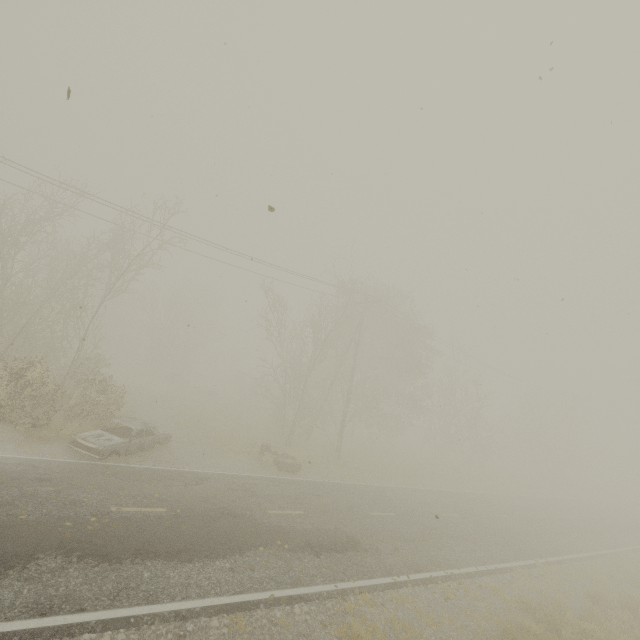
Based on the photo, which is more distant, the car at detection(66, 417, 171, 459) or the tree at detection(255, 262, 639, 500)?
the tree at detection(255, 262, 639, 500)

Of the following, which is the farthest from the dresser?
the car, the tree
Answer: the car

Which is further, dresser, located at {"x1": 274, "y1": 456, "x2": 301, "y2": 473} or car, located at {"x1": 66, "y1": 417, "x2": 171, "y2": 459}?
dresser, located at {"x1": 274, "y1": 456, "x2": 301, "y2": 473}

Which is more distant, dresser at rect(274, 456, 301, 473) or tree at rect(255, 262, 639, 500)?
tree at rect(255, 262, 639, 500)

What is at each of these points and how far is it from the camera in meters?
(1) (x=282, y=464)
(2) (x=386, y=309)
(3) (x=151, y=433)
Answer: (1) dresser, 17.1
(2) tree, 26.4
(3) car, 15.2

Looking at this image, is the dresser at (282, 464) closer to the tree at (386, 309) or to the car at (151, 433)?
the tree at (386, 309)

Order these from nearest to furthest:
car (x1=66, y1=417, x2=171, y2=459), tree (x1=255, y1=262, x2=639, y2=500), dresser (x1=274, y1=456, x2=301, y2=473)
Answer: car (x1=66, y1=417, x2=171, y2=459), dresser (x1=274, y1=456, x2=301, y2=473), tree (x1=255, y1=262, x2=639, y2=500)

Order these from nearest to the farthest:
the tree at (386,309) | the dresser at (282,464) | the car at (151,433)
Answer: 1. the car at (151,433)
2. the dresser at (282,464)
3. the tree at (386,309)
